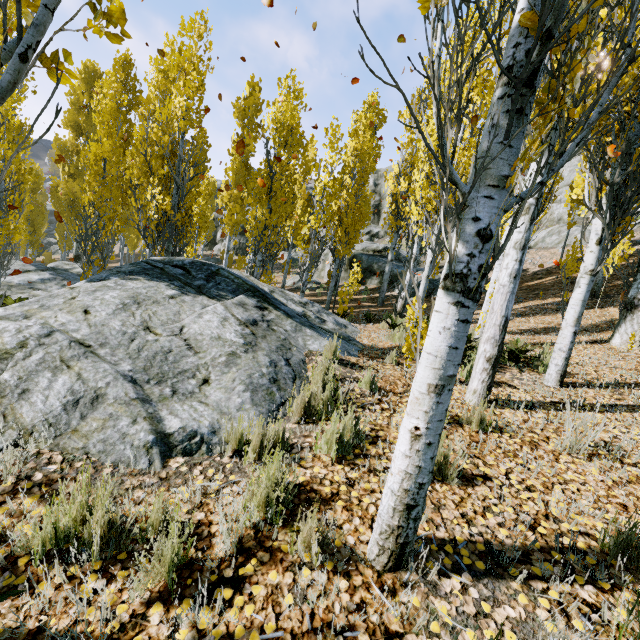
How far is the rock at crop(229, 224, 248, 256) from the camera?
42.4m

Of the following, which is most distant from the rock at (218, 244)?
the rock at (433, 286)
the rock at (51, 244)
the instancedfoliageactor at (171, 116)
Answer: the rock at (51, 244)

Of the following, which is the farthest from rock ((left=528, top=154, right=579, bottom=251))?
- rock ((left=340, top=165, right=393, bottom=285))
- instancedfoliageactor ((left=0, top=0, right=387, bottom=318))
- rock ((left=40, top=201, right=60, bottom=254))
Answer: rock ((left=40, top=201, right=60, bottom=254))

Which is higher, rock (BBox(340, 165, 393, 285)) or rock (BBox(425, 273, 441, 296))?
rock (BBox(340, 165, 393, 285))

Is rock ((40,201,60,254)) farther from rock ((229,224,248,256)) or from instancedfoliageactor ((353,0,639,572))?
rock ((229,224,248,256))

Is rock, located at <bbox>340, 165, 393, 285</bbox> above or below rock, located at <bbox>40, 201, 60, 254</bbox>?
above

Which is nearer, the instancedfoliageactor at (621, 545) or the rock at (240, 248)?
the instancedfoliageactor at (621, 545)

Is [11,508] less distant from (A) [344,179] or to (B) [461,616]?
(B) [461,616]
